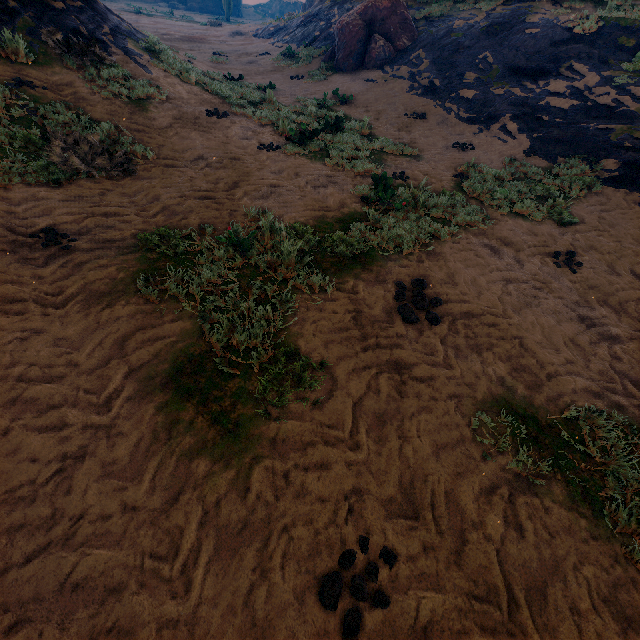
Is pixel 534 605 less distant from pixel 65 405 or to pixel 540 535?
pixel 540 535

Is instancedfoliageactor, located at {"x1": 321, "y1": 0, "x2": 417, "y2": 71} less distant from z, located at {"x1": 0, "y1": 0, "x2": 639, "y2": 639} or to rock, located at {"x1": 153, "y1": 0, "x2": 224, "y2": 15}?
z, located at {"x1": 0, "y1": 0, "x2": 639, "y2": 639}

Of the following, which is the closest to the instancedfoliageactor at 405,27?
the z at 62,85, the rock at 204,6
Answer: the z at 62,85

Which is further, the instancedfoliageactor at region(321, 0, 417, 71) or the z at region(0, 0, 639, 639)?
the instancedfoliageactor at region(321, 0, 417, 71)

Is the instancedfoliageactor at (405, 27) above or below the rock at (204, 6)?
above

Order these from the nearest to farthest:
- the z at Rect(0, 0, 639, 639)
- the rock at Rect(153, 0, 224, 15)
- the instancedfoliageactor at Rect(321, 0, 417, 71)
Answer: the z at Rect(0, 0, 639, 639), the instancedfoliageactor at Rect(321, 0, 417, 71), the rock at Rect(153, 0, 224, 15)
